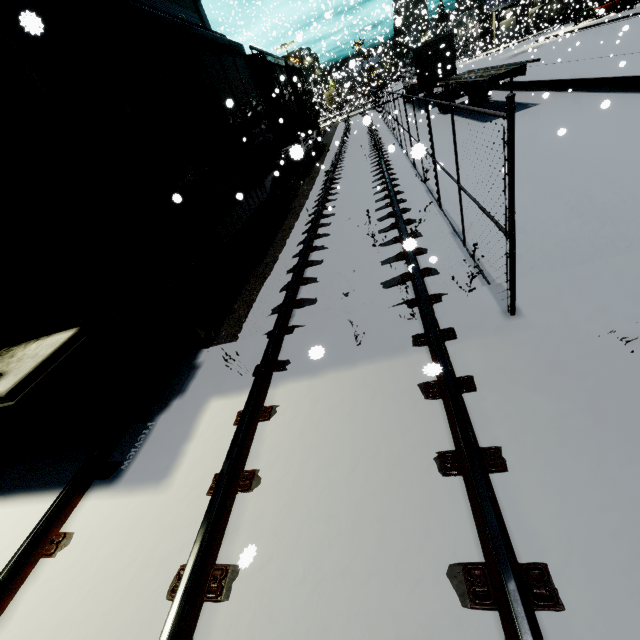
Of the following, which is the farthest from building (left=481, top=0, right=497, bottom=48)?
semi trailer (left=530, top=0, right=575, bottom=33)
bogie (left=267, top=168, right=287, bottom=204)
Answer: bogie (left=267, top=168, right=287, bottom=204)

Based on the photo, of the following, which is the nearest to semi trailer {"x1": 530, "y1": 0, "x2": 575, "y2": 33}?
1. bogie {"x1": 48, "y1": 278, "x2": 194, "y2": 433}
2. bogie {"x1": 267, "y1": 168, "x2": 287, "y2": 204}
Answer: bogie {"x1": 267, "y1": 168, "x2": 287, "y2": 204}

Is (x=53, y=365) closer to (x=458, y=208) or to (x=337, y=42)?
(x=458, y=208)

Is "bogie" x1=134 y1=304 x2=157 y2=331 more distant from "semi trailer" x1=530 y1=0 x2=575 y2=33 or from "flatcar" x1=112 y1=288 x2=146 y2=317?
"semi trailer" x1=530 y1=0 x2=575 y2=33

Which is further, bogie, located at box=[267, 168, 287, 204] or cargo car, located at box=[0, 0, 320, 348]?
bogie, located at box=[267, 168, 287, 204]

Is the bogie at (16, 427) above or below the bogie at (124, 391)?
below

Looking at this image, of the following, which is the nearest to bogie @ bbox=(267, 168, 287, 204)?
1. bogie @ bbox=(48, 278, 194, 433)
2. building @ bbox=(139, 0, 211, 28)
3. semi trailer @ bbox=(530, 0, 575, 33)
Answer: building @ bbox=(139, 0, 211, 28)

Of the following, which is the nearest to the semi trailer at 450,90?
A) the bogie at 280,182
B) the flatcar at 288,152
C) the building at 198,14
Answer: the building at 198,14
